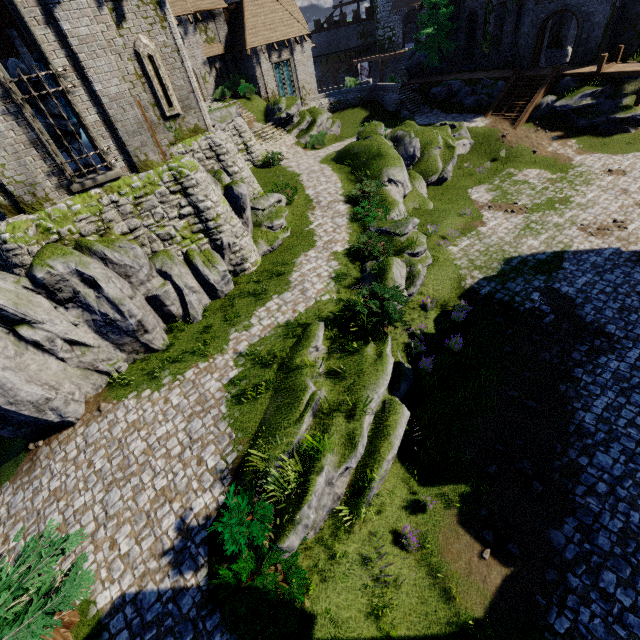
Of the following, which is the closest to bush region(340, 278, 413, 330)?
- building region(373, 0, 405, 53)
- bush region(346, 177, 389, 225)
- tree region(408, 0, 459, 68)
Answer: bush region(346, 177, 389, 225)

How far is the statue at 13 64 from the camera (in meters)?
10.62

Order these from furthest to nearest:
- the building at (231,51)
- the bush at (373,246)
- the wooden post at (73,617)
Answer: the building at (231,51), the bush at (373,246), the wooden post at (73,617)

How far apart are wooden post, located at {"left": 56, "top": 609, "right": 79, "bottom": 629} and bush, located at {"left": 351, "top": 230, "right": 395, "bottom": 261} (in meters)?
14.23

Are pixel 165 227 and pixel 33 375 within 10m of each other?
yes

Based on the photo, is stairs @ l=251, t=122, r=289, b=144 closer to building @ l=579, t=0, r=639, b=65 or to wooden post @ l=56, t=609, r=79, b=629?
building @ l=579, t=0, r=639, b=65

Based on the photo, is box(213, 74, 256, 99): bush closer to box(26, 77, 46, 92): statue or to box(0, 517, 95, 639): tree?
box(26, 77, 46, 92): statue

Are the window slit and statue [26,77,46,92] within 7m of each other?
yes
